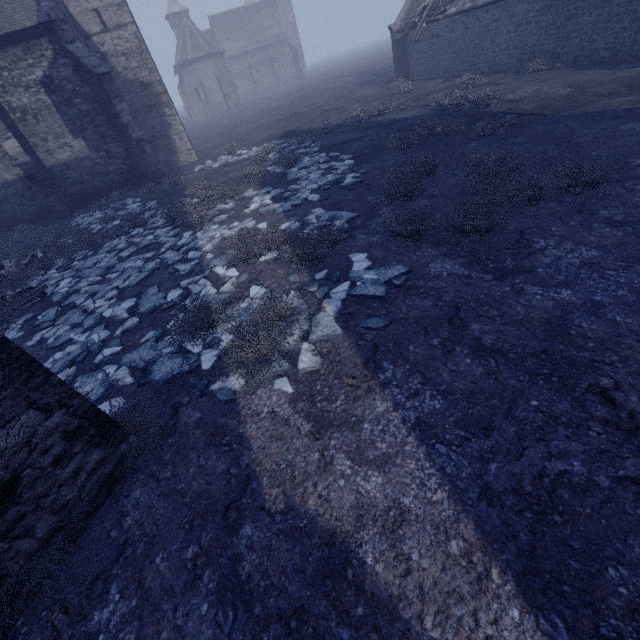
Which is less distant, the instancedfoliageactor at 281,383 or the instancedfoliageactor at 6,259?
the instancedfoliageactor at 281,383

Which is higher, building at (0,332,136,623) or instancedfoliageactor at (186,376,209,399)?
building at (0,332,136,623)

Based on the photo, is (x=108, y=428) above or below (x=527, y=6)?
below

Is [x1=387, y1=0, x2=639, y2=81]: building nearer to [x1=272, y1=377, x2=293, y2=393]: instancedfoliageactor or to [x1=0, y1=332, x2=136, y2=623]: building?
[x1=0, y1=332, x2=136, y2=623]: building

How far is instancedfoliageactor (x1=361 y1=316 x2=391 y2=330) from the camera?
4.3m

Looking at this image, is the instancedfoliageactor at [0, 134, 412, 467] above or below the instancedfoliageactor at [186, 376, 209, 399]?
above

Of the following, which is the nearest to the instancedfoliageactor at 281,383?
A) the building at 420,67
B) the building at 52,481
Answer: the building at 52,481
